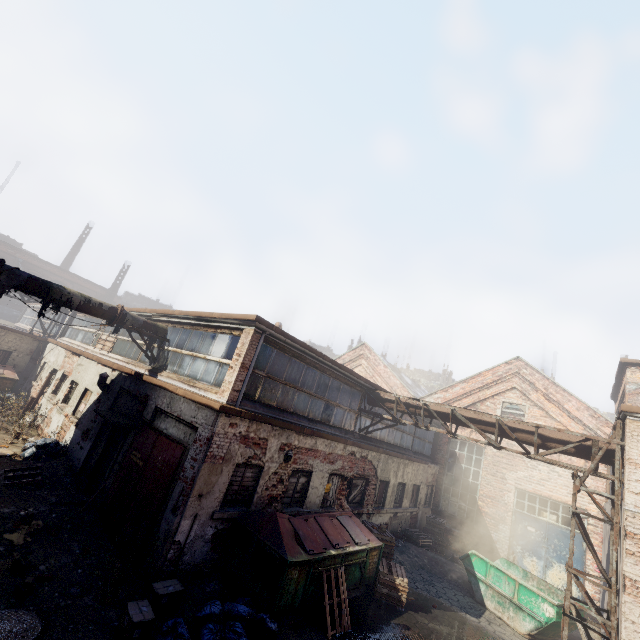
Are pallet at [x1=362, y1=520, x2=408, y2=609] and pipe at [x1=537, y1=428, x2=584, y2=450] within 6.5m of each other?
yes

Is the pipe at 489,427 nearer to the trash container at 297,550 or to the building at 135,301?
the trash container at 297,550

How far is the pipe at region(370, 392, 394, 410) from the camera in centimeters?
1268cm

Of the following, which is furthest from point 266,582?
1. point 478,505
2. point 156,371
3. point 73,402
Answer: point 478,505

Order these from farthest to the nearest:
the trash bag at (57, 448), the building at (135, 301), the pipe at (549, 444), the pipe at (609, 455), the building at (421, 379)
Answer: the building at (421, 379) → the building at (135, 301) → the trash bag at (57, 448) → the pipe at (549, 444) → the pipe at (609, 455)

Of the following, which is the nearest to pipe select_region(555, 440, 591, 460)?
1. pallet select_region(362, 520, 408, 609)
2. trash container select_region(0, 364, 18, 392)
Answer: pallet select_region(362, 520, 408, 609)

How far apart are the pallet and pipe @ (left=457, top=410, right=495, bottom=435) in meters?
4.8

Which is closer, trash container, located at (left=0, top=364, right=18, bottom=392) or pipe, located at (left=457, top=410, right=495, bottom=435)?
pipe, located at (left=457, top=410, right=495, bottom=435)
